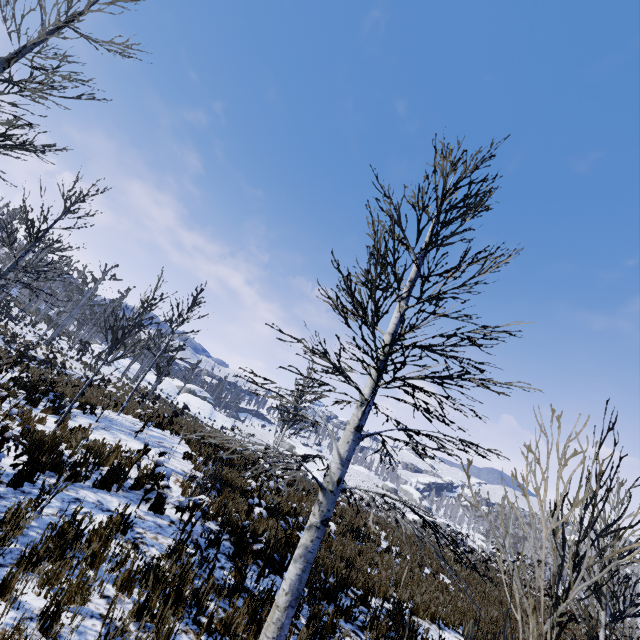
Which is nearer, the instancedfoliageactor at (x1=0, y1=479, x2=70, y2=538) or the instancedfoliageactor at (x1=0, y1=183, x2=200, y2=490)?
the instancedfoliageactor at (x1=0, y1=479, x2=70, y2=538)

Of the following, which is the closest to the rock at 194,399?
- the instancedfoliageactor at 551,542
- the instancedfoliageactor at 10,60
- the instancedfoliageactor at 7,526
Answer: the instancedfoliageactor at 551,542

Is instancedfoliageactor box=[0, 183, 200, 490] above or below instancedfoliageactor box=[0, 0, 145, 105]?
below

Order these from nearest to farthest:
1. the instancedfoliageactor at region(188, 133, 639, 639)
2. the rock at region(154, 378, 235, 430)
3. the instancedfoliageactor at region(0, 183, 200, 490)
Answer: the instancedfoliageactor at region(188, 133, 639, 639)
the instancedfoliageactor at region(0, 183, 200, 490)
the rock at region(154, 378, 235, 430)

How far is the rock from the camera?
45.1 meters

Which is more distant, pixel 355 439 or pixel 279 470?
pixel 355 439

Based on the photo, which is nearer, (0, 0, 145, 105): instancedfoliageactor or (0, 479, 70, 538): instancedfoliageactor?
(0, 479, 70, 538): instancedfoliageactor

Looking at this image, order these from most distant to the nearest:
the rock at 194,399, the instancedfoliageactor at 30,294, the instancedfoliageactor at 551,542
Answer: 1. the rock at 194,399
2. the instancedfoliageactor at 30,294
3. the instancedfoliageactor at 551,542
